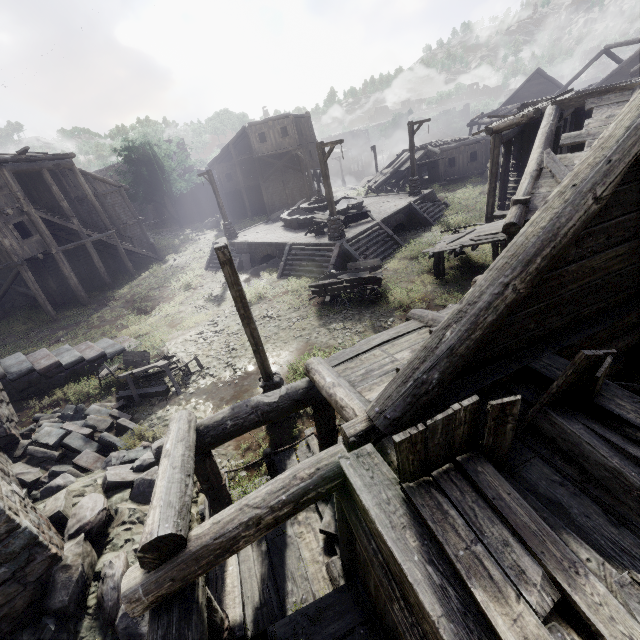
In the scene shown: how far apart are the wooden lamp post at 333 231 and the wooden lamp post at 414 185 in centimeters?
908cm

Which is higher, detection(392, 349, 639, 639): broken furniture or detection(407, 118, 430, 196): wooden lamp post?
detection(392, 349, 639, 639): broken furniture

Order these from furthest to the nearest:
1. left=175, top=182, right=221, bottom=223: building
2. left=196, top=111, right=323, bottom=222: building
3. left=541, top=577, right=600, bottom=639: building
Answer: left=175, top=182, right=221, bottom=223: building → left=196, top=111, right=323, bottom=222: building → left=541, top=577, right=600, bottom=639: building

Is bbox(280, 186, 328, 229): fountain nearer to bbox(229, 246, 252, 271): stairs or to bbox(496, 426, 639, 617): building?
bbox(229, 246, 252, 271): stairs

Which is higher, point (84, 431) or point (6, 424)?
point (6, 424)

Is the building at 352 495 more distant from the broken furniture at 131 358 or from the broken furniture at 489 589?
the broken furniture at 131 358

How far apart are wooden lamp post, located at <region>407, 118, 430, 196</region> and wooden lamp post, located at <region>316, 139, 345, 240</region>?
9.08m

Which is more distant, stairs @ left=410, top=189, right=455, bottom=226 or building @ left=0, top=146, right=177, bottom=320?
stairs @ left=410, top=189, right=455, bottom=226
